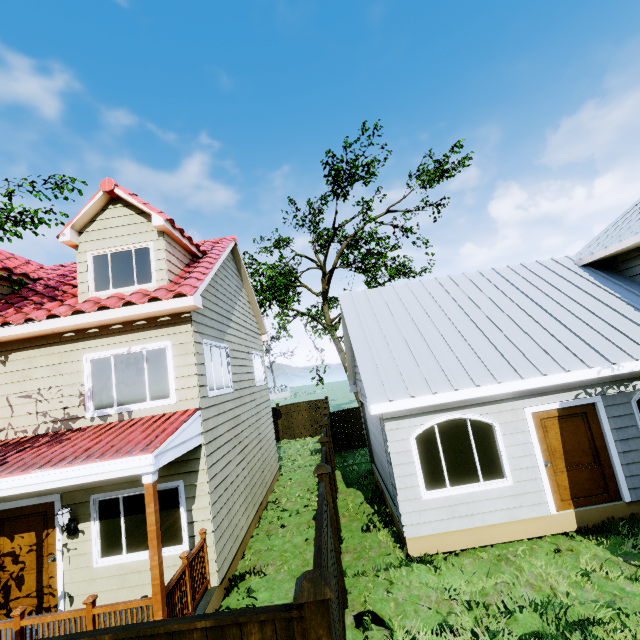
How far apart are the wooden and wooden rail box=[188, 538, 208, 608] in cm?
87

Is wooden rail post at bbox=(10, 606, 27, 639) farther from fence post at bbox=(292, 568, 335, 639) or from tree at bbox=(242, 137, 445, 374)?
tree at bbox=(242, 137, 445, 374)

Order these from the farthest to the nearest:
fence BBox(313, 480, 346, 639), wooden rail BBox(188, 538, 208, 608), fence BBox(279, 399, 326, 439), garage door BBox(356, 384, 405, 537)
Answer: fence BBox(279, 399, 326, 439)
garage door BBox(356, 384, 405, 537)
wooden rail BBox(188, 538, 208, 608)
fence BBox(313, 480, 346, 639)

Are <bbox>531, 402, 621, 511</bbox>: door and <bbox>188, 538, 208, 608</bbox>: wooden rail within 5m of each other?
no

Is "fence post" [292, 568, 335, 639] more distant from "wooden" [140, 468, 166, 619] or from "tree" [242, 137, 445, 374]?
"tree" [242, 137, 445, 374]

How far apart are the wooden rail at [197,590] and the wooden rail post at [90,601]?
1.4m

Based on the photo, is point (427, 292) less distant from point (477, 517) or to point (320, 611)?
point (477, 517)

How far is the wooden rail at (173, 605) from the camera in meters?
5.1 m
